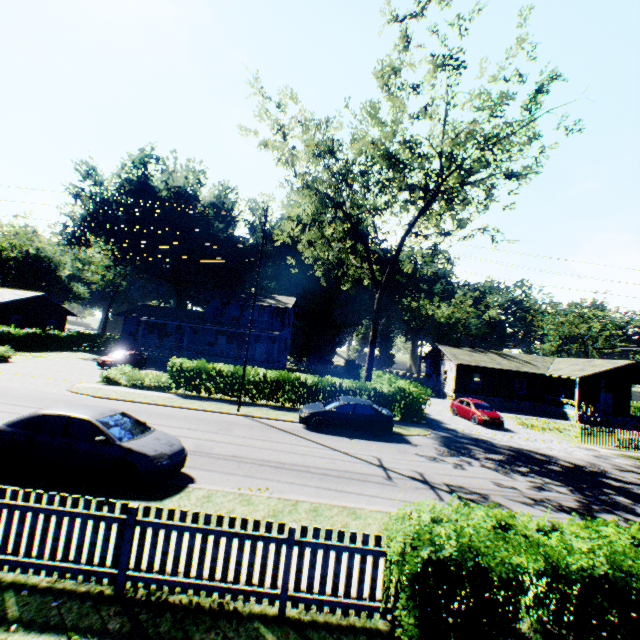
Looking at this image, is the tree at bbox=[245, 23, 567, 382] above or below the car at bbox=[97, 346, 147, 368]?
above

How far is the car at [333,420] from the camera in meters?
16.2 m

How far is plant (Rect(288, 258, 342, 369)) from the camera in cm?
5622

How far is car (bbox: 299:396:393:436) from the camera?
16.17m

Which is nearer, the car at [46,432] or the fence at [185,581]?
the fence at [185,581]

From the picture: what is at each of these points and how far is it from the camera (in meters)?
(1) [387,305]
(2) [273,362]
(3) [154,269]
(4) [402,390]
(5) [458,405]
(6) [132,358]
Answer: (1) plant, 59.38
(2) house, 35.09
(3) plant, 50.03
(4) hedge, 20.89
(5) car, 25.72
(6) car, 30.25

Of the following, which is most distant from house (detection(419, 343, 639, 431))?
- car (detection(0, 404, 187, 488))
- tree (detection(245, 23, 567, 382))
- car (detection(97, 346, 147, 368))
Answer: car (detection(97, 346, 147, 368))

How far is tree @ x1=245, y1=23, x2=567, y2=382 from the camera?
16.5m
